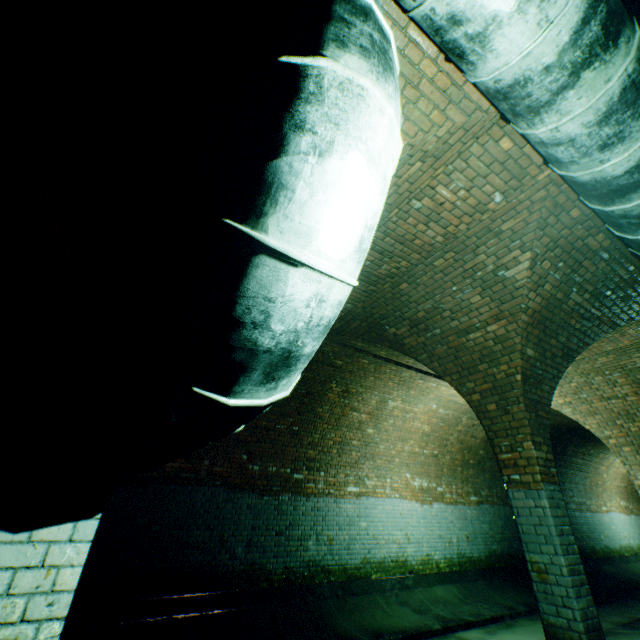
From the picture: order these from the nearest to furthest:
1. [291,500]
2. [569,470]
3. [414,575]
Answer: [291,500] → [414,575] → [569,470]

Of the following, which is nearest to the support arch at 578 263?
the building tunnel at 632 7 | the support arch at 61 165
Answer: the building tunnel at 632 7

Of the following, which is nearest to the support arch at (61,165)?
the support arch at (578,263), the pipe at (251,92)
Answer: the pipe at (251,92)

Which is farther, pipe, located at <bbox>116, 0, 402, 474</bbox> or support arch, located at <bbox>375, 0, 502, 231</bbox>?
support arch, located at <bbox>375, 0, 502, 231</bbox>

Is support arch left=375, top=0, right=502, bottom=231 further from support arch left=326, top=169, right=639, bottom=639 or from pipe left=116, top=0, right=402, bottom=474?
support arch left=326, top=169, right=639, bottom=639

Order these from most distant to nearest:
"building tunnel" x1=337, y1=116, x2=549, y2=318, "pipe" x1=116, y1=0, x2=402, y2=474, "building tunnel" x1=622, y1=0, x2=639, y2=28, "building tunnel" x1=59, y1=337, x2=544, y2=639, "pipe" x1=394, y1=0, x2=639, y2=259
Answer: "building tunnel" x1=59, y1=337, x2=544, y2=639 → "building tunnel" x1=337, y1=116, x2=549, y2=318 → "building tunnel" x1=622, y1=0, x2=639, y2=28 → "pipe" x1=394, y1=0, x2=639, y2=259 → "pipe" x1=116, y1=0, x2=402, y2=474

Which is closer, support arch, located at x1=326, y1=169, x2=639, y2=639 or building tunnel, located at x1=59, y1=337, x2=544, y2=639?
support arch, located at x1=326, y1=169, x2=639, y2=639

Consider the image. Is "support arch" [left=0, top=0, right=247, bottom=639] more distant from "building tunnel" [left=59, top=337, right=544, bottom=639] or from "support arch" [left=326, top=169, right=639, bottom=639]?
"support arch" [left=326, top=169, right=639, bottom=639]
